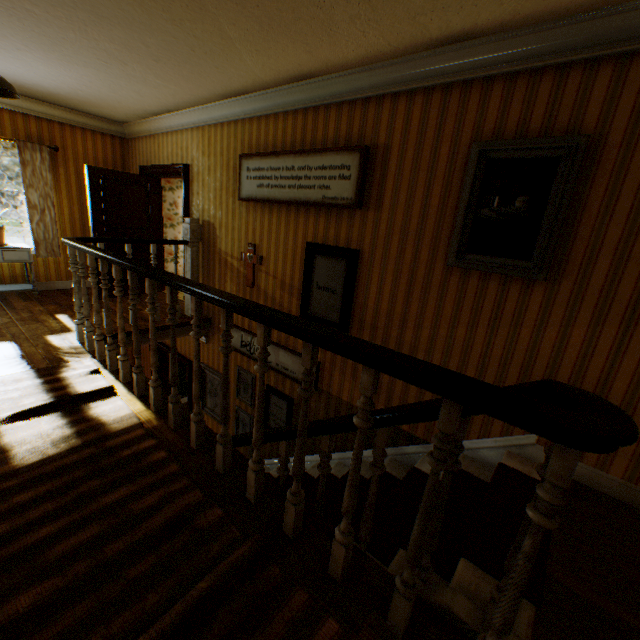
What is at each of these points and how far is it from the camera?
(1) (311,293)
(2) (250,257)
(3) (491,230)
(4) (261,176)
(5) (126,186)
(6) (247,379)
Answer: (1) picture frame, 4.0 meters
(2) crucifix, 4.6 meters
(3) picture frame, 2.6 meters
(4) picture frame, 4.1 meters
(5) childactor, 5.8 meters
(6) picture frame, 5.2 meters

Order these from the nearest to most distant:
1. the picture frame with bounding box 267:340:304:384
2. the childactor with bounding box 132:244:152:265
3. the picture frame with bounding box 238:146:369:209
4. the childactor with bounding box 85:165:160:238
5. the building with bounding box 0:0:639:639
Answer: the building with bounding box 0:0:639:639, the picture frame with bounding box 238:146:369:209, the picture frame with bounding box 267:340:304:384, the childactor with bounding box 85:165:160:238, the childactor with bounding box 132:244:152:265

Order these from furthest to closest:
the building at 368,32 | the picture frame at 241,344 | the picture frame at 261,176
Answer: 1. the picture frame at 241,344
2. the picture frame at 261,176
3. the building at 368,32

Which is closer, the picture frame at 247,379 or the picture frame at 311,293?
the picture frame at 311,293

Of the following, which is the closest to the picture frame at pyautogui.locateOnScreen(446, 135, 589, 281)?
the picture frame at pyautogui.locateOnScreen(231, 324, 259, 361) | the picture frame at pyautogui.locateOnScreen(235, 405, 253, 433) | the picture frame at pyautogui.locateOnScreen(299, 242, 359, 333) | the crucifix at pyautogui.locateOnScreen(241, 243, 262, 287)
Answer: the picture frame at pyautogui.locateOnScreen(299, 242, 359, 333)

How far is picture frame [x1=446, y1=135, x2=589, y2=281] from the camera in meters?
2.3 m

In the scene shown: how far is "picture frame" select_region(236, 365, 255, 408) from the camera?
5.07m

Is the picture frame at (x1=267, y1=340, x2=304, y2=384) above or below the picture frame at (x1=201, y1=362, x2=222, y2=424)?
above
